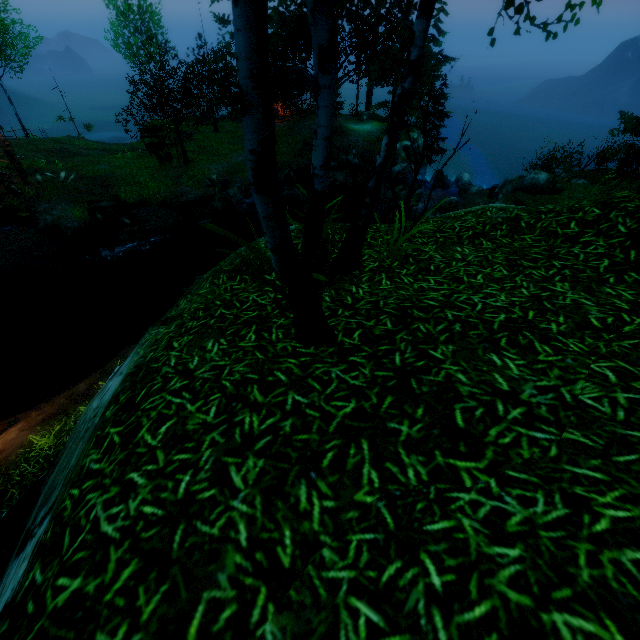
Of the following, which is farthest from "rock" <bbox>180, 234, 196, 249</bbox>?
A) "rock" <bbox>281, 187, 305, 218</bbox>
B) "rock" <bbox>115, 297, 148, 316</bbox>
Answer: "rock" <bbox>281, 187, 305, 218</bbox>

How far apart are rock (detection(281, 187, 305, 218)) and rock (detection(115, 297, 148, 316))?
10.2 meters

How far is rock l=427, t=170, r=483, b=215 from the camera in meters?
20.9

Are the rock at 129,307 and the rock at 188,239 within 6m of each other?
yes

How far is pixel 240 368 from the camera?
3.08m

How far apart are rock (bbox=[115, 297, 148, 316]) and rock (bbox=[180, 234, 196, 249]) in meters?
3.7

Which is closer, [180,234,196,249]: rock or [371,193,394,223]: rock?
[180,234,196,249]: rock

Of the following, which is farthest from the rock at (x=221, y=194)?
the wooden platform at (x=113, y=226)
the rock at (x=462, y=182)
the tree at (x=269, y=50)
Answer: the rock at (x=462, y=182)
